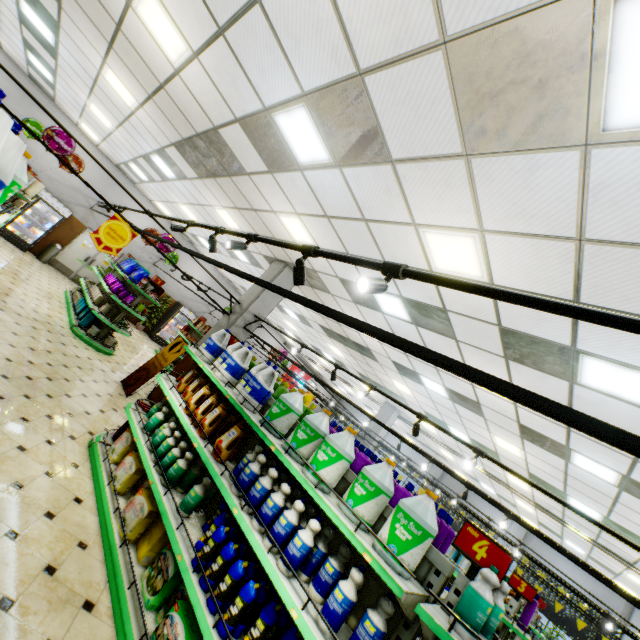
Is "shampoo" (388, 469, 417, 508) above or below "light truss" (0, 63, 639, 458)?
below

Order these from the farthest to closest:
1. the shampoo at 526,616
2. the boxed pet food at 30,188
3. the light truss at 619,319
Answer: the boxed pet food at 30,188
the shampoo at 526,616
the light truss at 619,319

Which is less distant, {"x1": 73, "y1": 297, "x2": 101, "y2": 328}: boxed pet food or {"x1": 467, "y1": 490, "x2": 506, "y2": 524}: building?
{"x1": 73, "y1": 297, "x2": 101, "y2": 328}: boxed pet food

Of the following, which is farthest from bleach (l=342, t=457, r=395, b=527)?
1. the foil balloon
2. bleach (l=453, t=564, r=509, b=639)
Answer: the foil balloon

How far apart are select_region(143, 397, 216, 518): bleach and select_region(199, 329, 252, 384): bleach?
0.76m

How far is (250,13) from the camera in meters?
3.3 m

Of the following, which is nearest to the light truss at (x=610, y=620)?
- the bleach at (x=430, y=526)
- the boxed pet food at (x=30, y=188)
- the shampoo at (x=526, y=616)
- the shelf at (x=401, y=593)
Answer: the shampoo at (x=526, y=616)

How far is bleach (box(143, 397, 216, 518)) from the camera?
3.3 meters
